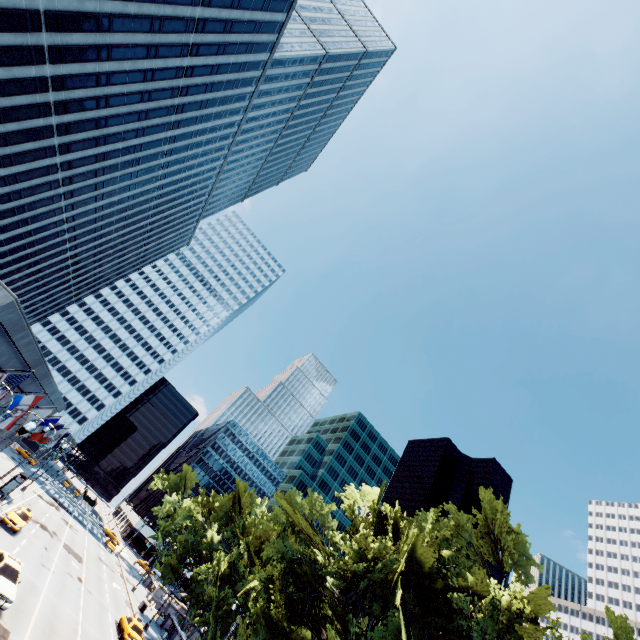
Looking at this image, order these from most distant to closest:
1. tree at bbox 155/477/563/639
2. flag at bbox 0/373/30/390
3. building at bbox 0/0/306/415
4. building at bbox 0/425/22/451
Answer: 1. building at bbox 0/425/22/451
2. building at bbox 0/0/306/415
3. tree at bbox 155/477/563/639
4. flag at bbox 0/373/30/390

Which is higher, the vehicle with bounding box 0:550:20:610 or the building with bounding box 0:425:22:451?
the building with bounding box 0:425:22:451

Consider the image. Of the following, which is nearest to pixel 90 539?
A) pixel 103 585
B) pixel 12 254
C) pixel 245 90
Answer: pixel 103 585

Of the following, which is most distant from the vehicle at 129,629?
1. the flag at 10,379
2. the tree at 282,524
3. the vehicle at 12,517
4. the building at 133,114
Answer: the flag at 10,379

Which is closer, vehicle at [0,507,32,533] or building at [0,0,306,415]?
building at [0,0,306,415]

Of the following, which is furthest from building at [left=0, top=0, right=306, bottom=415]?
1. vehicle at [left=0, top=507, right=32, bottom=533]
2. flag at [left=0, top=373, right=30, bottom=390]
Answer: vehicle at [left=0, top=507, right=32, bottom=533]

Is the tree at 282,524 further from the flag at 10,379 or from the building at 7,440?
the building at 7,440

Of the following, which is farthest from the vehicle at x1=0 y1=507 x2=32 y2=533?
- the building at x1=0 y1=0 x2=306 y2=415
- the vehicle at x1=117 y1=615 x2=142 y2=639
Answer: the vehicle at x1=117 y1=615 x2=142 y2=639
